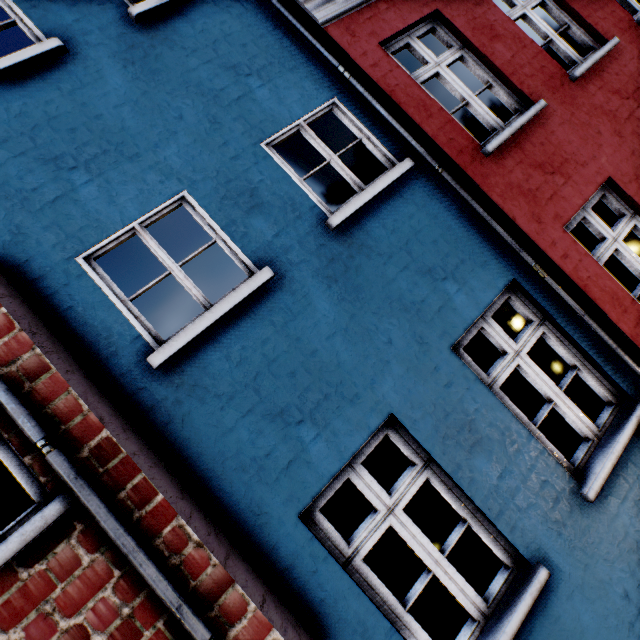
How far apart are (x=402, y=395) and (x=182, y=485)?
1.9 meters
